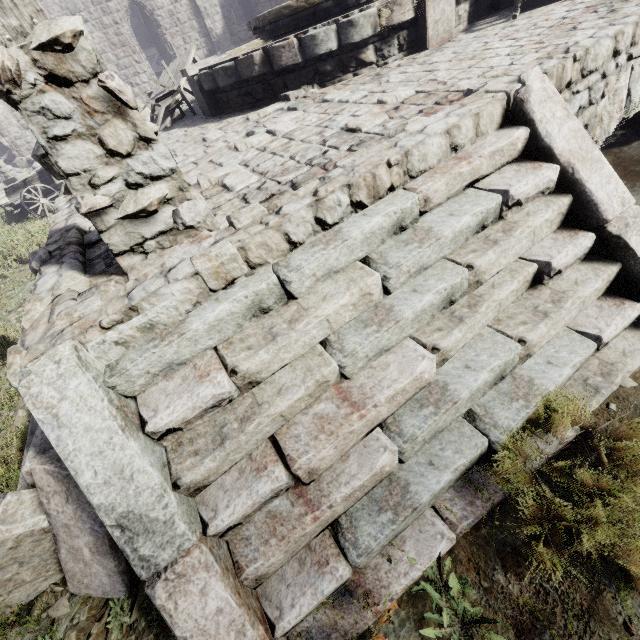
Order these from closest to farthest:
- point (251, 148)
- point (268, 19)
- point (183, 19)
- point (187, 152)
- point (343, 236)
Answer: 1. point (343, 236)
2. point (251, 148)
3. point (187, 152)
4. point (268, 19)
5. point (183, 19)

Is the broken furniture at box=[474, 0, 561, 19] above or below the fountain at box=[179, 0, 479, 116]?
below

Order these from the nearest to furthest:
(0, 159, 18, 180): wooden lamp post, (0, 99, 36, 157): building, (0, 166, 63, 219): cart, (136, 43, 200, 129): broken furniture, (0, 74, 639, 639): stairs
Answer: (0, 74, 639, 639): stairs → (136, 43, 200, 129): broken furniture → (0, 166, 63, 219): cart → (0, 159, 18, 180): wooden lamp post → (0, 99, 36, 157): building

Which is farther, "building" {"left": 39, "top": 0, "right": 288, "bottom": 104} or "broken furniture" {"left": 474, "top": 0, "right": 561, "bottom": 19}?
"building" {"left": 39, "top": 0, "right": 288, "bottom": 104}

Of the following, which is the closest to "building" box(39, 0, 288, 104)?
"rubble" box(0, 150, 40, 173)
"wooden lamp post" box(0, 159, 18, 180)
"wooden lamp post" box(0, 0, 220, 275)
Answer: "rubble" box(0, 150, 40, 173)

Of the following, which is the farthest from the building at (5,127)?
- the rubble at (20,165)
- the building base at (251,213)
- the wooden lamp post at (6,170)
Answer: the building base at (251,213)

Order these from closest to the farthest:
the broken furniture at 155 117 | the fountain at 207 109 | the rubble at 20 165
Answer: the fountain at 207 109, the broken furniture at 155 117, the rubble at 20 165

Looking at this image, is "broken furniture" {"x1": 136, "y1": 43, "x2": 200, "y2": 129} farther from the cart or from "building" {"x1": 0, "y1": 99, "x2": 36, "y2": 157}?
"building" {"x1": 0, "y1": 99, "x2": 36, "y2": 157}
